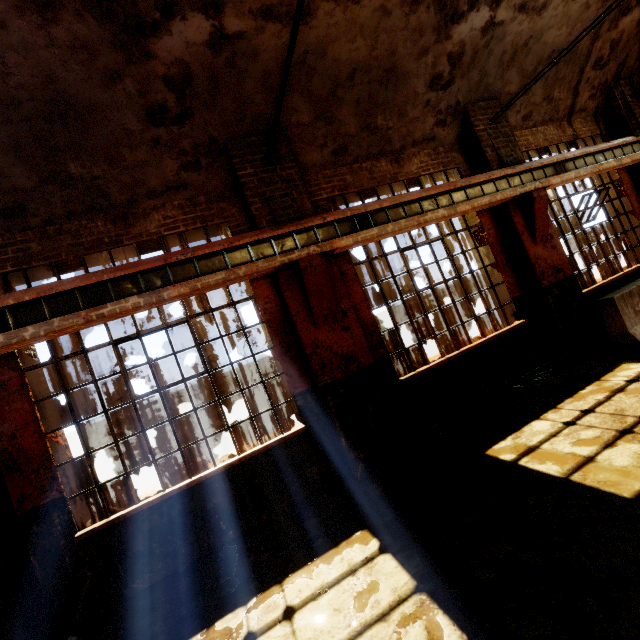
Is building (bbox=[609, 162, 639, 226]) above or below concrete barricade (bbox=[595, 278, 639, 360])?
above

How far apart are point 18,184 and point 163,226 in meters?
1.7 m

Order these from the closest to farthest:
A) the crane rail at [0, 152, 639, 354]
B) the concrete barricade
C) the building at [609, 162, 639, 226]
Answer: the crane rail at [0, 152, 639, 354]
the concrete barricade
the building at [609, 162, 639, 226]

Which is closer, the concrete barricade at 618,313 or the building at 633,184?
the concrete barricade at 618,313

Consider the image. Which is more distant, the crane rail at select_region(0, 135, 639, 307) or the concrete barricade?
the concrete barricade

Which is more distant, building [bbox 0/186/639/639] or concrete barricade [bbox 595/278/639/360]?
concrete barricade [bbox 595/278/639/360]

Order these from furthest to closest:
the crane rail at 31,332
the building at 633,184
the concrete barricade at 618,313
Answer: the building at 633,184, the concrete barricade at 618,313, the crane rail at 31,332

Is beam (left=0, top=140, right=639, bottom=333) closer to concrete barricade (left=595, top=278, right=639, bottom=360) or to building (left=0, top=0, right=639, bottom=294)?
building (left=0, top=0, right=639, bottom=294)
